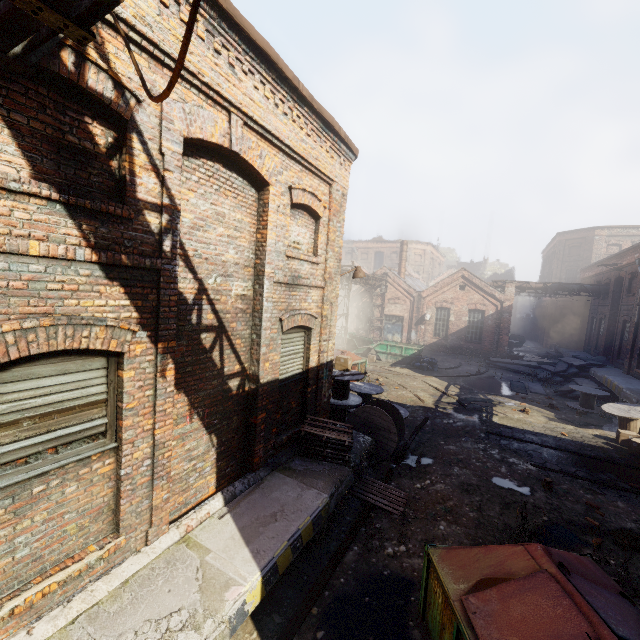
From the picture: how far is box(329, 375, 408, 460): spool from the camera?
8.9m

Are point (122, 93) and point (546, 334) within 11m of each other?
no

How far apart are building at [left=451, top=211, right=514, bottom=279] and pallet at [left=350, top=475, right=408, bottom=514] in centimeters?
5481cm

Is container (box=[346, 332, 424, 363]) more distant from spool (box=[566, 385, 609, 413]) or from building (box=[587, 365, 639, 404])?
building (box=[587, 365, 639, 404])

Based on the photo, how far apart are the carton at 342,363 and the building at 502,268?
51.3m

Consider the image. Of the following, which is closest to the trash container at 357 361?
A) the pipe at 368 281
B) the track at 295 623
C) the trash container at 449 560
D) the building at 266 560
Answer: the pipe at 368 281

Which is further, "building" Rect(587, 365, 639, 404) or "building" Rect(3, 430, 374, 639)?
"building" Rect(587, 365, 639, 404)

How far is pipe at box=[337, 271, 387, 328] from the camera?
23.1m
